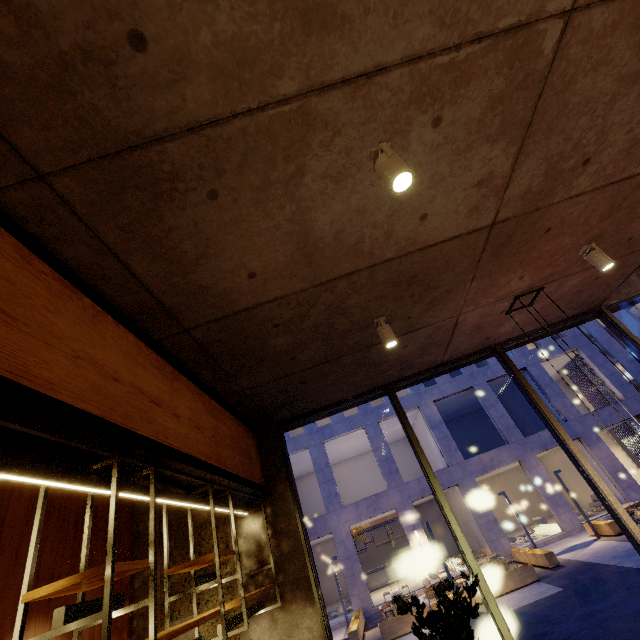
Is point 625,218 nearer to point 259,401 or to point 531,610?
point 259,401

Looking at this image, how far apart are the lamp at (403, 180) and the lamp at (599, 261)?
3.19m

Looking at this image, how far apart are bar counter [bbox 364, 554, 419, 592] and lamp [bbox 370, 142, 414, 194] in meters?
27.1 m

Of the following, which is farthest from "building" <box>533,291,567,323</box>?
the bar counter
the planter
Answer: the bar counter

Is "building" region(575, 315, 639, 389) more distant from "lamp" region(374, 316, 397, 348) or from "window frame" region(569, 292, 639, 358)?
"lamp" region(374, 316, 397, 348)

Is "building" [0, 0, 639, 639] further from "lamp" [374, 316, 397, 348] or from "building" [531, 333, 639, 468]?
"building" [531, 333, 639, 468]

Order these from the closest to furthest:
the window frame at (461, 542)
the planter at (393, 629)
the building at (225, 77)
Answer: the building at (225, 77)
the window frame at (461, 542)
the planter at (393, 629)
